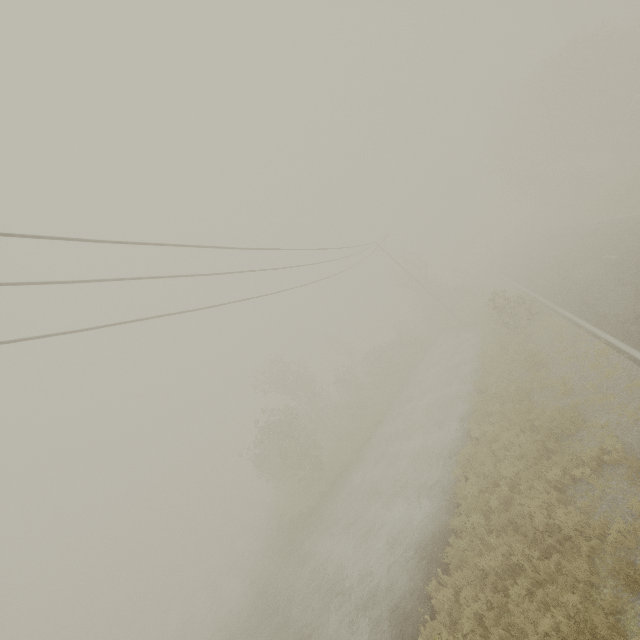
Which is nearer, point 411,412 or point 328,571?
point 328,571
